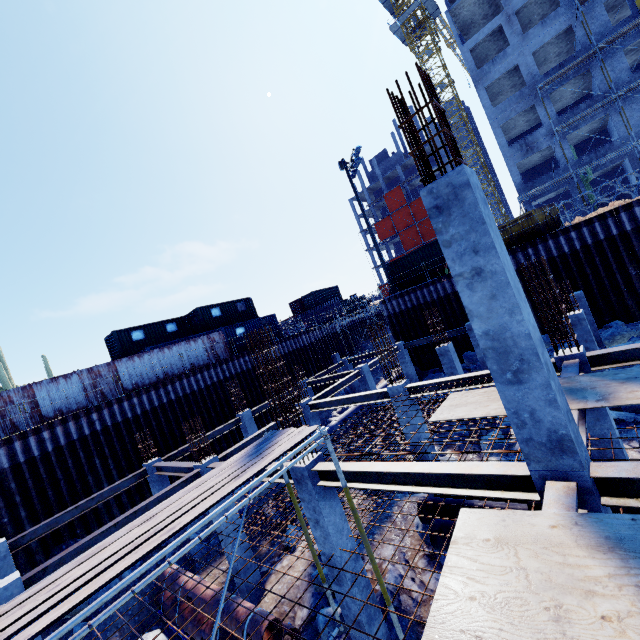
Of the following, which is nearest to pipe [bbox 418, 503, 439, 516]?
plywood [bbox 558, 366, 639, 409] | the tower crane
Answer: plywood [bbox 558, 366, 639, 409]

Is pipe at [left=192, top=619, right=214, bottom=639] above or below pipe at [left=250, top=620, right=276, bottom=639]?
below

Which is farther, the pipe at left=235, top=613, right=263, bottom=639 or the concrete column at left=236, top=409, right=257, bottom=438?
the concrete column at left=236, top=409, right=257, bottom=438

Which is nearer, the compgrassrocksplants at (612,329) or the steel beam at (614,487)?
the steel beam at (614,487)

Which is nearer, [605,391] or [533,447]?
[533,447]

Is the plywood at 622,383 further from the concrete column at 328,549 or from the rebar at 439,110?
the concrete column at 328,549

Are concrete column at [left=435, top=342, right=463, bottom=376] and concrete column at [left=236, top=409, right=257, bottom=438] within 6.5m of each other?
no

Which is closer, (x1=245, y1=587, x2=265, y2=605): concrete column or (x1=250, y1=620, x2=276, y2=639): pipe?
(x1=250, y1=620, x2=276, y2=639): pipe
